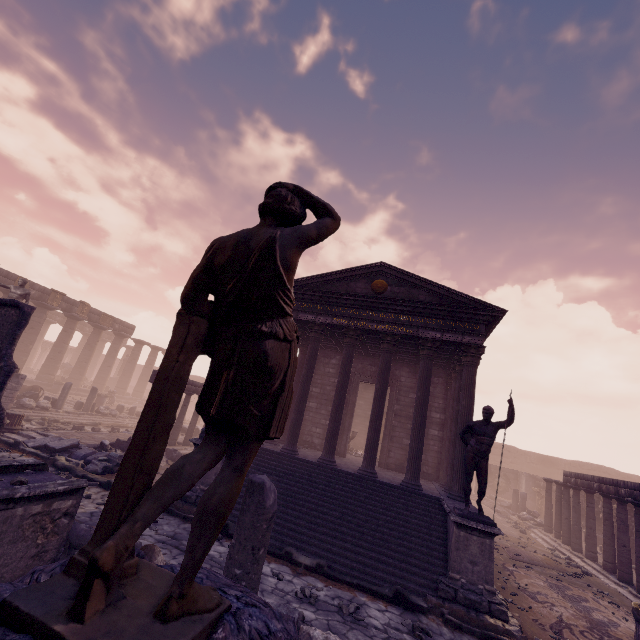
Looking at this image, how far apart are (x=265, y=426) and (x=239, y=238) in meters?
1.0

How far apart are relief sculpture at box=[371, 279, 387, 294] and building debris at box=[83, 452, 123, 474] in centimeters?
1024cm

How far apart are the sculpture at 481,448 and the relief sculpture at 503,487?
23.0m

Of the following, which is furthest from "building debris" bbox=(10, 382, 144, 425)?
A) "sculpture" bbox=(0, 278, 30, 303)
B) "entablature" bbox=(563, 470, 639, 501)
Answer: "entablature" bbox=(563, 470, 639, 501)

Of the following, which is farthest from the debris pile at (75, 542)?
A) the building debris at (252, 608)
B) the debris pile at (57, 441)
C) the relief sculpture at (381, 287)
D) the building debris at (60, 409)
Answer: the building debris at (60, 409)

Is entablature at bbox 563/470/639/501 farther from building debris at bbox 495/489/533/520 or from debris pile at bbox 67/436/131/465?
debris pile at bbox 67/436/131/465

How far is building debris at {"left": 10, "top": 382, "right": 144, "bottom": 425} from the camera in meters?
15.7 m

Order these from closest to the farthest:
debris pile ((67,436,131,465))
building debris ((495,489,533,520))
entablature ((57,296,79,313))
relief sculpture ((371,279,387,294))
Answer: debris pile ((67,436,131,465)), relief sculpture ((371,279,387,294)), building debris ((495,489,533,520)), entablature ((57,296,79,313))
